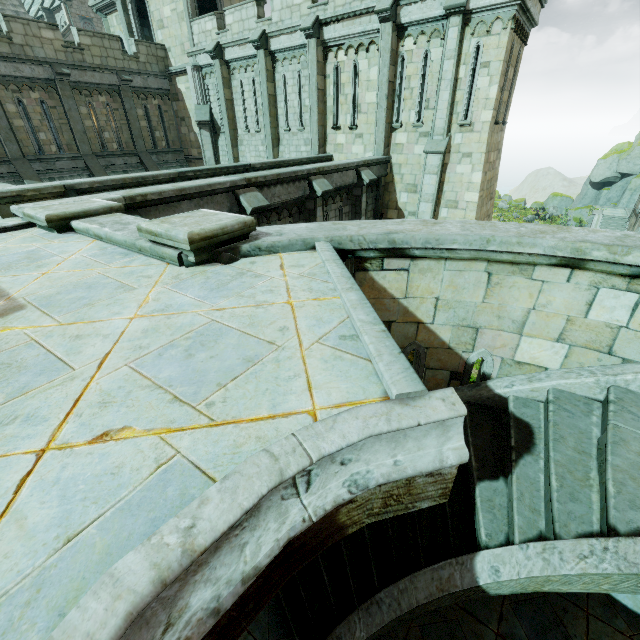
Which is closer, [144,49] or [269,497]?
[269,497]

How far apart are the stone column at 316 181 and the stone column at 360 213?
2.3 meters

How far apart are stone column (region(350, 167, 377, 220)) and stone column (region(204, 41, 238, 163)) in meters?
10.2 m

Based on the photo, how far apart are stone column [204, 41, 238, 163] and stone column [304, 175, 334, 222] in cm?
1101

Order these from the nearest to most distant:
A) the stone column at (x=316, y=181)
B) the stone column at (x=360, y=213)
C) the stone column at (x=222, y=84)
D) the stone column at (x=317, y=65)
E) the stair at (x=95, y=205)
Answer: the stair at (x=95, y=205), the stone column at (x=316, y=181), the stone column at (x=360, y=213), the stone column at (x=317, y=65), the stone column at (x=222, y=84)

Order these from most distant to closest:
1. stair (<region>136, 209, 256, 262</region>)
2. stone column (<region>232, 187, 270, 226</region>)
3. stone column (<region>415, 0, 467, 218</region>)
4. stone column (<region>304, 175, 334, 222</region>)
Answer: stone column (<region>415, 0, 467, 218</region>) → stone column (<region>304, 175, 334, 222</region>) → stone column (<region>232, 187, 270, 226</region>) → stair (<region>136, 209, 256, 262</region>)

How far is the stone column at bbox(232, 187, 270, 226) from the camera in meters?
8.4 m

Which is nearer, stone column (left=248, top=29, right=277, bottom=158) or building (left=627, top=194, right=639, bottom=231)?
stone column (left=248, top=29, right=277, bottom=158)
